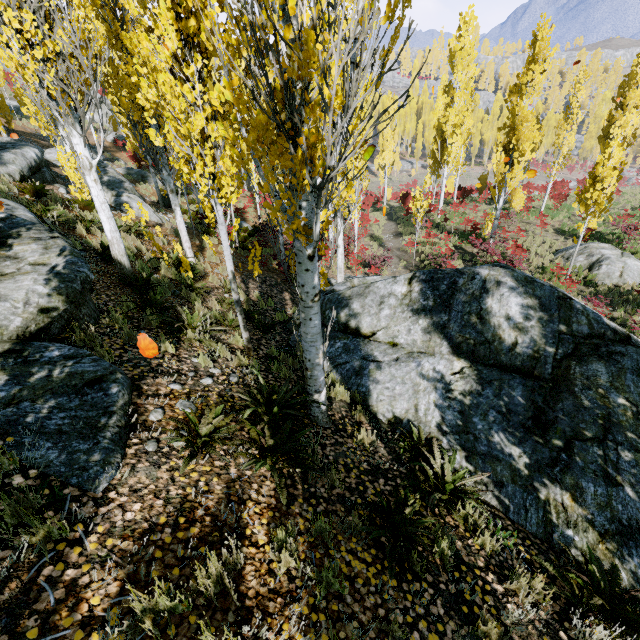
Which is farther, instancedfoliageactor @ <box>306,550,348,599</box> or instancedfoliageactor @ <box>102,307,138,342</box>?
instancedfoliageactor @ <box>102,307,138,342</box>

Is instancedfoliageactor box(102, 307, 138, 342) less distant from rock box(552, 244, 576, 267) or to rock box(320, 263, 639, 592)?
rock box(320, 263, 639, 592)

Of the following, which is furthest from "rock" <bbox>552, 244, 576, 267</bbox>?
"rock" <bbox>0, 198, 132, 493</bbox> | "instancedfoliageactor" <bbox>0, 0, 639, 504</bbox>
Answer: "rock" <bbox>0, 198, 132, 493</bbox>

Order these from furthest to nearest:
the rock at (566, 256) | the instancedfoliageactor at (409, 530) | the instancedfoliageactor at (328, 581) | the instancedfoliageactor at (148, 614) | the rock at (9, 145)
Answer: the rock at (566, 256) < the rock at (9, 145) < the instancedfoliageactor at (409, 530) < the instancedfoliageactor at (328, 581) < the instancedfoliageactor at (148, 614)

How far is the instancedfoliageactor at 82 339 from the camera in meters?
4.1

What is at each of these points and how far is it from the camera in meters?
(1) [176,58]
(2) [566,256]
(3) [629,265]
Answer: (1) instancedfoliageactor, 4.3
(2) rock, 17.4
(3) rock, 15.5

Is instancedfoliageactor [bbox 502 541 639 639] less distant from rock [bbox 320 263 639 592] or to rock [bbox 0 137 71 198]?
rock [bbox 320 263 639 592]

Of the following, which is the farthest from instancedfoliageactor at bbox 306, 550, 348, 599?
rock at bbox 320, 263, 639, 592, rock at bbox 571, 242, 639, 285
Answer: rock at bbox 571, 242, 639, 285
